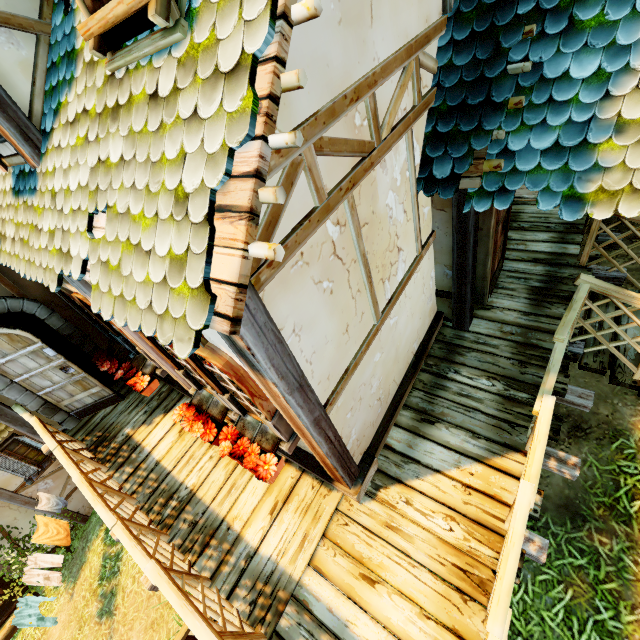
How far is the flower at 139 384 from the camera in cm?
484

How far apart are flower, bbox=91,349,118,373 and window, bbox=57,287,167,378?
0.0m

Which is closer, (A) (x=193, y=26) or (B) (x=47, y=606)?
(A) (x=193, y=26)

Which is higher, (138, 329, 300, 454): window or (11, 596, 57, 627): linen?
(138, 329, 300, 454): window

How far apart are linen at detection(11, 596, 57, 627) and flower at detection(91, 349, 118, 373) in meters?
6.0 m

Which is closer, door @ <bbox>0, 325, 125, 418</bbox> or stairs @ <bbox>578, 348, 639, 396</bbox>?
stairs @ <bbox>578, 348, 639, 396</bbox>

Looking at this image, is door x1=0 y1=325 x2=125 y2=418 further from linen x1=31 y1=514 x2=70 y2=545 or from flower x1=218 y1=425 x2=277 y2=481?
linen x1=31 y1=514 x2=70 y2=545

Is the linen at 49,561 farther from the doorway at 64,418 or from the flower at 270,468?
the flower at 270,468
